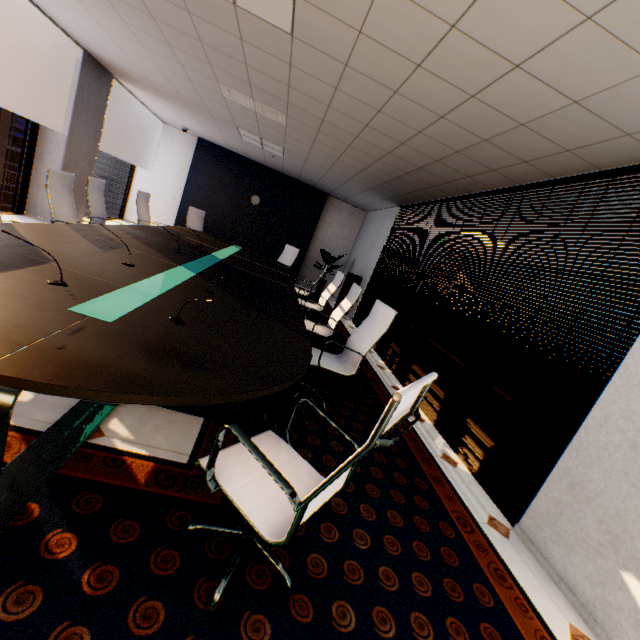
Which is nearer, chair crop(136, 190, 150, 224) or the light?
the light

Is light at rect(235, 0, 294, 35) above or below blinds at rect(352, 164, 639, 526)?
above

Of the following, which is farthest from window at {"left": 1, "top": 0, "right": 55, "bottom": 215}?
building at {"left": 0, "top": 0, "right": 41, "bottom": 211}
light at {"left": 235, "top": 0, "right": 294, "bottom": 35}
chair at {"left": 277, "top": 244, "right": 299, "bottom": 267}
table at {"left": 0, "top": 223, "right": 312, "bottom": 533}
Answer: building at {"left": 0, "top": 0, "right": 41, "bottom": 211}

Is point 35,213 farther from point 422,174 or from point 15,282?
point 422,174

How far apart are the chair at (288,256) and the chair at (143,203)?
2.7m

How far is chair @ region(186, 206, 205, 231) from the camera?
7.8 meters

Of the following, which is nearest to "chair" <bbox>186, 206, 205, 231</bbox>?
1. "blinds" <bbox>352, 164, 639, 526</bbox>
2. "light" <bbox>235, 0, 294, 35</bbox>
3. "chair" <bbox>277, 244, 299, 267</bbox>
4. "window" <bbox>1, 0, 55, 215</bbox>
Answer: "chair" <bbox>277, 244, 299, 267</bbox>

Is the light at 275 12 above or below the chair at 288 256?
above
